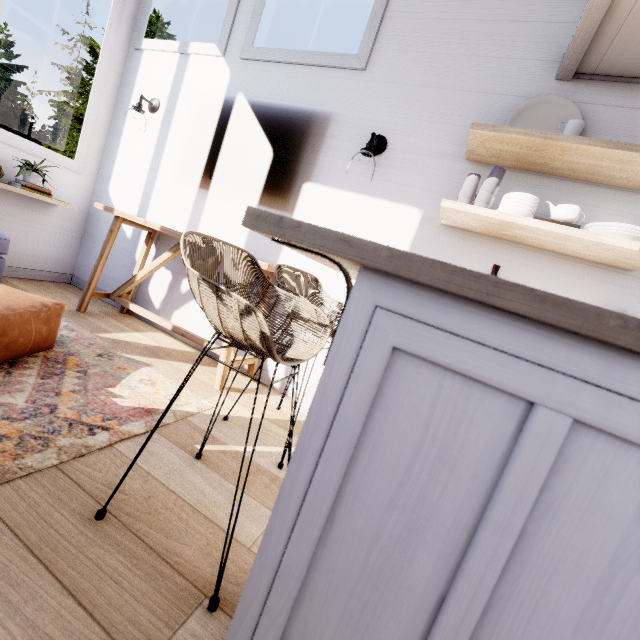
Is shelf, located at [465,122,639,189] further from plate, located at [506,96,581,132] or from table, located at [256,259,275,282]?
table, located at [256,259,275,282]

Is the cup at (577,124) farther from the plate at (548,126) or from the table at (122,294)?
the table at (122,294)

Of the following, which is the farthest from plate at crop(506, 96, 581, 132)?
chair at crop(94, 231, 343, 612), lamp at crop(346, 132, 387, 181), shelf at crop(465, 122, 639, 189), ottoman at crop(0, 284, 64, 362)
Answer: ottoman at crop(0, 284, 64, 362)

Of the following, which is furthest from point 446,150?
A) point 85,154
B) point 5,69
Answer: point 5,69

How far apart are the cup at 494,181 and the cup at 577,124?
0.3 meters

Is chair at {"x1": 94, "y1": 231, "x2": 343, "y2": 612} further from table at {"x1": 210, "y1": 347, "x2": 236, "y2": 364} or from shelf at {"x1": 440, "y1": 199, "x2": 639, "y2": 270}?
shelf at {"x1": 440, "y1": 199, "x2": 639, "y2": 270}

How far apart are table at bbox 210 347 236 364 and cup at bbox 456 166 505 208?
1.2m

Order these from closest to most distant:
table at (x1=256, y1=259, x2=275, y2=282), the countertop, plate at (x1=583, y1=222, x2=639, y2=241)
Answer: the countertop < plate at (x1=583, y1=222, x2=639, y2=241) < table at (x1=256, y1=259, x2=275, y2=282)
